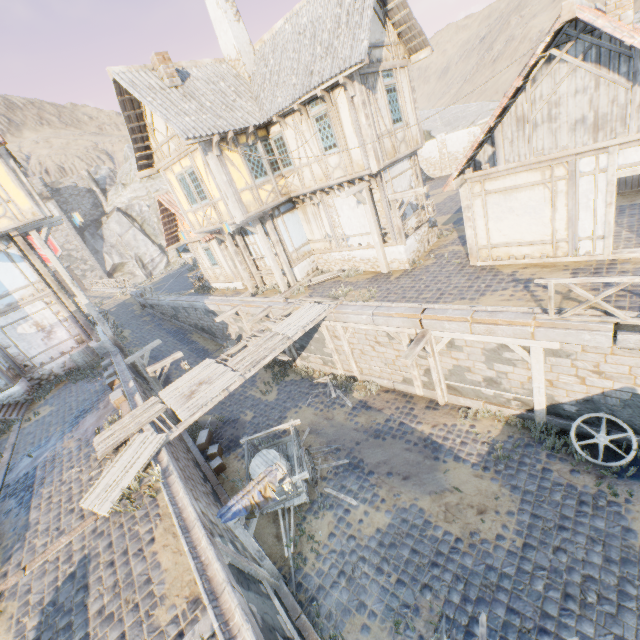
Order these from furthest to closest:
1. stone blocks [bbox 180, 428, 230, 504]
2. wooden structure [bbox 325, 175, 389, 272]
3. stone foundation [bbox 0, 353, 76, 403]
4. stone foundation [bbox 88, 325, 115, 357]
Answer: stone foundation [bbox 88, 325, 115, 357] → stone foundation [bbox 0, 353, 76, 403] → wooden structure [bbox 325, 175, 389, 272] → stone blocks [bbox 180, 428, 230, 504]

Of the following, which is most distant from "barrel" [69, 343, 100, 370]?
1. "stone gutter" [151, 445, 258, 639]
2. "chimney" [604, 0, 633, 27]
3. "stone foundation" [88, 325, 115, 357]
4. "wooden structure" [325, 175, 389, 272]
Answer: "chimney" [604, 0, 633, 27]

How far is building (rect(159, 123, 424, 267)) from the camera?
11.9 meters

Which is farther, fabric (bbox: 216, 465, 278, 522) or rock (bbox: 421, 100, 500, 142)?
rock (bbox: 421, 100, 500, 142)

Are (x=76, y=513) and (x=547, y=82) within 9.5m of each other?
no

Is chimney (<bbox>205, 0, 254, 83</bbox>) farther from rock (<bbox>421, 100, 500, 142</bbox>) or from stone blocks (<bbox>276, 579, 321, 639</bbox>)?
rock (<bbox>421, 100, 500, 142</bbox>)

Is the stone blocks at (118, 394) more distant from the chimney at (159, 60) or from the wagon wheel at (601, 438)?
the chimney at (159, 60)

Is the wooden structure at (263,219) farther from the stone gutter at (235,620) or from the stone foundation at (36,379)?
the stone foundation at (36,379)
